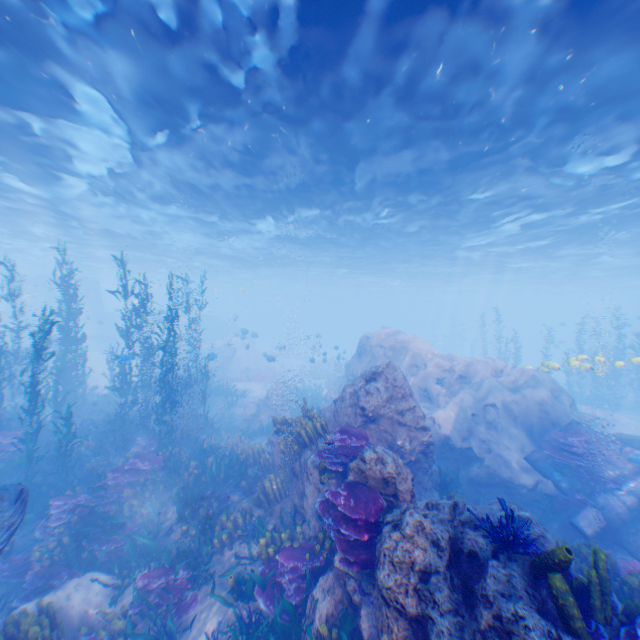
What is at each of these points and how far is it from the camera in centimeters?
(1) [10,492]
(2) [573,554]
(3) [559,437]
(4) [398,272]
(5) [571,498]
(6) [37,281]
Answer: (1) eel, 546cm
(2) instancedfoliageactor, 362cm
(3) instancedfoliageactor, 1122cm
(4) light, 4062cm
(5) instancedfoliageactor, 1028cm
(6) submarine, 4103cm

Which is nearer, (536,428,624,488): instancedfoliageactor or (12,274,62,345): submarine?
(536,428,624,488): instancedfoliageactor

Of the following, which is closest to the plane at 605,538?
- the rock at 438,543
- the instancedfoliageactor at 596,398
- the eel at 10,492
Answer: the rock at 438,543

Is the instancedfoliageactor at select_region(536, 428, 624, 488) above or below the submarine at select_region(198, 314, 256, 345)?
below

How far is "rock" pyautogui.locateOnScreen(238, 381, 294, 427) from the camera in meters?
18.4

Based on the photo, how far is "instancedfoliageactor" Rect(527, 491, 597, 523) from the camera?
10.01m

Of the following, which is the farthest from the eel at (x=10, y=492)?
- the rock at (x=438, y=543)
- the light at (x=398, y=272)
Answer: the light at (x=398, y=272)

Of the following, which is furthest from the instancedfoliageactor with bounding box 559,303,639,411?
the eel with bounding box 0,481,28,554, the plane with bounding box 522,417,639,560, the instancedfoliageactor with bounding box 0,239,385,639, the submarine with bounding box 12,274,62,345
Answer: the eel with bounding box 0,481,28,554
